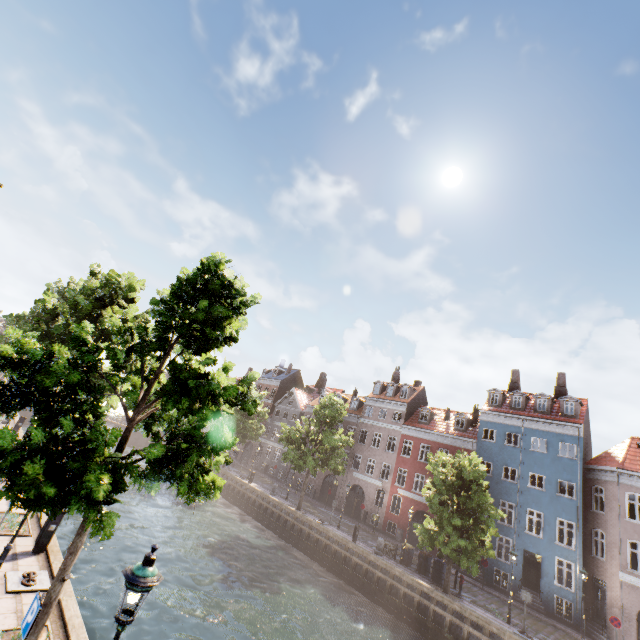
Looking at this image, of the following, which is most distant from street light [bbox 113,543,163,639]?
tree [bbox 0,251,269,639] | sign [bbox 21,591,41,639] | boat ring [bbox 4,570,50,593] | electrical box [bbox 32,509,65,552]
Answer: electrical box [bbox 32,509,65,552]

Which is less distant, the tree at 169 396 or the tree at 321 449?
the tree at 169 396

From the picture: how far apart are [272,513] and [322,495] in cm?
1064

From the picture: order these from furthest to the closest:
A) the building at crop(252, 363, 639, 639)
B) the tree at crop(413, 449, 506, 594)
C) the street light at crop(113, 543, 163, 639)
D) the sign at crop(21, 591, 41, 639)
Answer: the building at crop(252, 363, 639, 639)
the tree at crop(413, 449, 506, 594)
the sign at crop(21, 591, 41, 639)
the street light at crop(113, 543, 163, 639)

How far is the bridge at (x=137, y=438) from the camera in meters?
47.2 m

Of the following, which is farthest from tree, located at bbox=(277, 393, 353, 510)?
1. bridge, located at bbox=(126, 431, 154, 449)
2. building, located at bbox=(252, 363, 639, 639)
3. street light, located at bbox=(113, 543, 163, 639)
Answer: building, located at bbox=(252, 363, 639, 639)

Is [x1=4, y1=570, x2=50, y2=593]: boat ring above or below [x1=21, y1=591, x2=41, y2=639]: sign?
below

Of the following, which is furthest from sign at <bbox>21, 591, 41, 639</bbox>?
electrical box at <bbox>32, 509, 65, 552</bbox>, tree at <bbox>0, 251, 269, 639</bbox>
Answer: electrical box at <bbox>32, 509, 65, 552</bbox>
